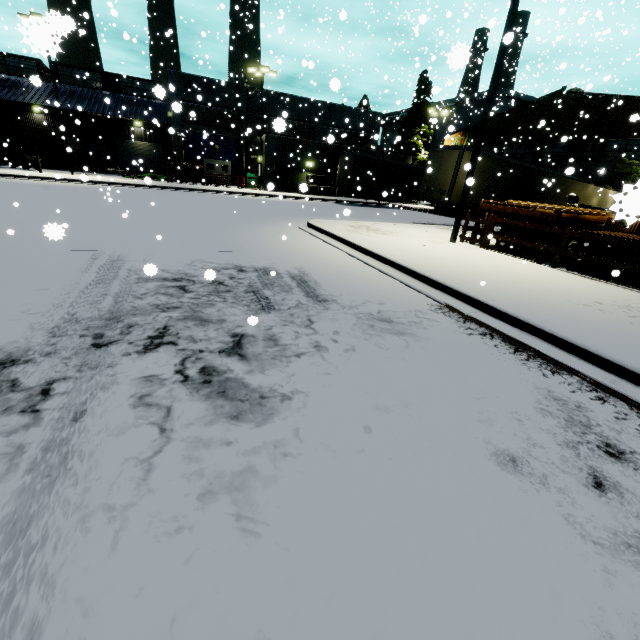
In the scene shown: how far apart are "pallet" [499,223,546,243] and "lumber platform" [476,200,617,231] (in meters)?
0.17

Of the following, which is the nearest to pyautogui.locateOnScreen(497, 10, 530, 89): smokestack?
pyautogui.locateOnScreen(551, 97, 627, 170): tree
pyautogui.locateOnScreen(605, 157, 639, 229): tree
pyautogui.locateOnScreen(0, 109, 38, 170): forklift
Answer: pyautogui.locateOnScreen(0, 109, 38, 170): forklift

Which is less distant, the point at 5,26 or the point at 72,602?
the point at 72,602

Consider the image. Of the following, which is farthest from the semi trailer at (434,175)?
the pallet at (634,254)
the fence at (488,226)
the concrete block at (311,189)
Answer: the pallet at (634,254)

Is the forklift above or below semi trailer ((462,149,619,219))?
below

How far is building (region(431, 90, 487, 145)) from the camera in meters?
33.3 m

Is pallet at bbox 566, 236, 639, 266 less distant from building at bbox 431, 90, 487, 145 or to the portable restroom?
building at bbox 431, 90, 487, 145

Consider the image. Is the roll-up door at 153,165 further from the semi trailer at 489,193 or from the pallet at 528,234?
the pallet at 528,234
